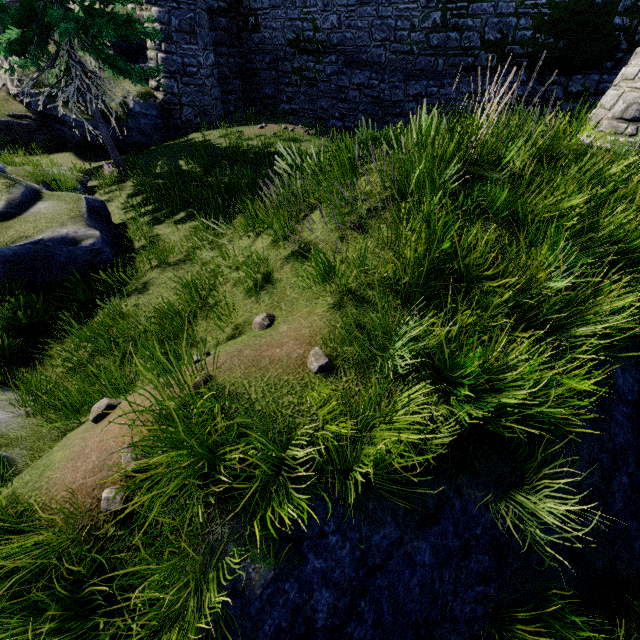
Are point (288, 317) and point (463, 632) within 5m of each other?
yes

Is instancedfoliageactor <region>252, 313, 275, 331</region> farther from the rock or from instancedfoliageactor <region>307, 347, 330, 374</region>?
the rock

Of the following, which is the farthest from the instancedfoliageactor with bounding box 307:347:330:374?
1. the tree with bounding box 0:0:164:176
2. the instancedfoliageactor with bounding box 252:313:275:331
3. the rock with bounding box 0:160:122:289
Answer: the tree with bounding box 0:0:164:176

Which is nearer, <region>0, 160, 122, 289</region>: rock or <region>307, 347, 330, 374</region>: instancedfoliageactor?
<region>307, 347, 330, 374</region>: instancedfoliageactor

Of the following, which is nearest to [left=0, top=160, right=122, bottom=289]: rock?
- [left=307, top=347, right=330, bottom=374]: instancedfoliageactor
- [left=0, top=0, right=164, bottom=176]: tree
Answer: [left=0, top=0, right=164, bottom=176]: tree

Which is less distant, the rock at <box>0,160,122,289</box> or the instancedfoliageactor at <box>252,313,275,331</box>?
the instancedfoliageactor at <box>252,313,275,331</box>

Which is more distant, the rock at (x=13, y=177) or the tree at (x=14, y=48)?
the tree at (x=14, y=48)

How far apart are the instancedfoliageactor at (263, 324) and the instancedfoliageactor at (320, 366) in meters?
1.0 m
